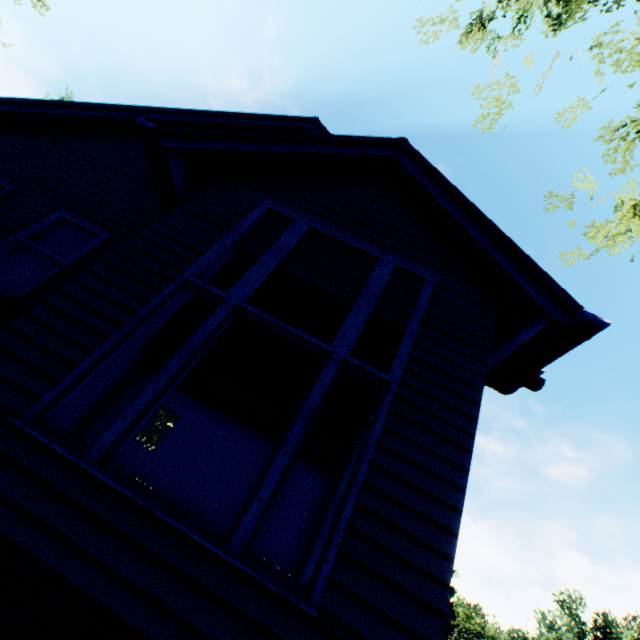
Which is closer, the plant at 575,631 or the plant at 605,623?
the plant at 605,623

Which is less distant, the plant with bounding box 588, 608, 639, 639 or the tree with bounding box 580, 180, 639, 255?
the tree with bounding box 580, 180, 639, 255

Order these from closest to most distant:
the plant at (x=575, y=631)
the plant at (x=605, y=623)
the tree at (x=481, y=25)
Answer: the tree at (x=481, y=25) < the plant at (x=605, y=623) < the plant at (x=575, y=631)

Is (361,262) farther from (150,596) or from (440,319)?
(150,596)

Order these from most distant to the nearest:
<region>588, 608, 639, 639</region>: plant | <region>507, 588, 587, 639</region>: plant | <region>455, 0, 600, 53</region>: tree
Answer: <region>507, 588, 587, 639</region>: plant → <region>588, 608, 639, 639</region>: plant → <region>455, 0, 600, 53</region>: tree

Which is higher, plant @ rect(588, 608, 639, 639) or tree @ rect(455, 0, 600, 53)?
plant @ rect(588, 608, 639, 639)
